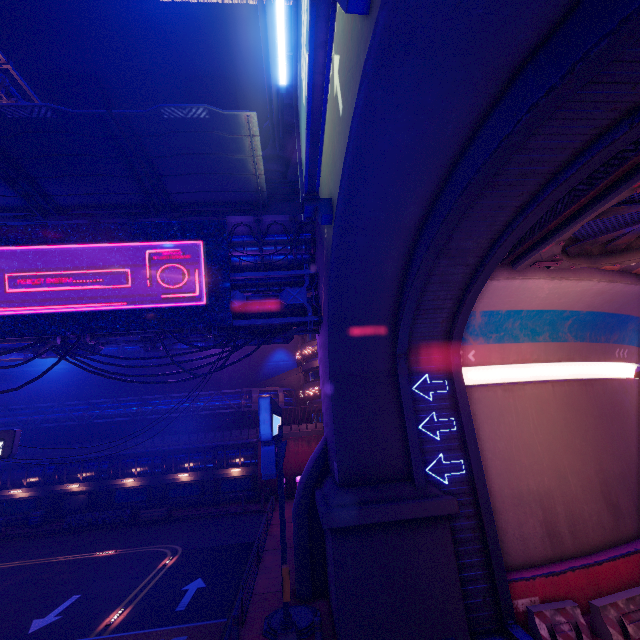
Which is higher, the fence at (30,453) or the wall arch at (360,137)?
the fence at (30,453)

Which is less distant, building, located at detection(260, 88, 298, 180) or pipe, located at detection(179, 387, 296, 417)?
building, located at detection(260, 88, 298, 180)

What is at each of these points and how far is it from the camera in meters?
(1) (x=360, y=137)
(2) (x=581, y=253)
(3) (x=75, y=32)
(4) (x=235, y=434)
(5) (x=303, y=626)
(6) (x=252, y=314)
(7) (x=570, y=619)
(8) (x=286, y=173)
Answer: (1) wall arch, 6.3 m
(2) vent, 10.3 m
(3) building, 55.3 m
(4) fence, 32.8 m
(5) manhole, 10.9 m
(6) pipe, 13.9 m
(7) fence, 9.5 m
(8) building, 16.7 m

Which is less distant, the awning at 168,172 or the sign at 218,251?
the awning at 168,172

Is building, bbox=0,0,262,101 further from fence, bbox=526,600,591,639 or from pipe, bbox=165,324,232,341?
fence, bbox=526,600,591,639

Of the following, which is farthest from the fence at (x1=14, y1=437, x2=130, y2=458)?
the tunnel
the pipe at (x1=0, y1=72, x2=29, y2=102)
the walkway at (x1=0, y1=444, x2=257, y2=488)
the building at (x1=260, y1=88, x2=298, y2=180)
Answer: the tunnel

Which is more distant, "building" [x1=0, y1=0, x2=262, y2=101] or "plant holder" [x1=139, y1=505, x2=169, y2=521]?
"building" [x1=0, y1=0, x2=262, y2=101]

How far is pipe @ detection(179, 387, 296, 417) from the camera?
32.1 meters
